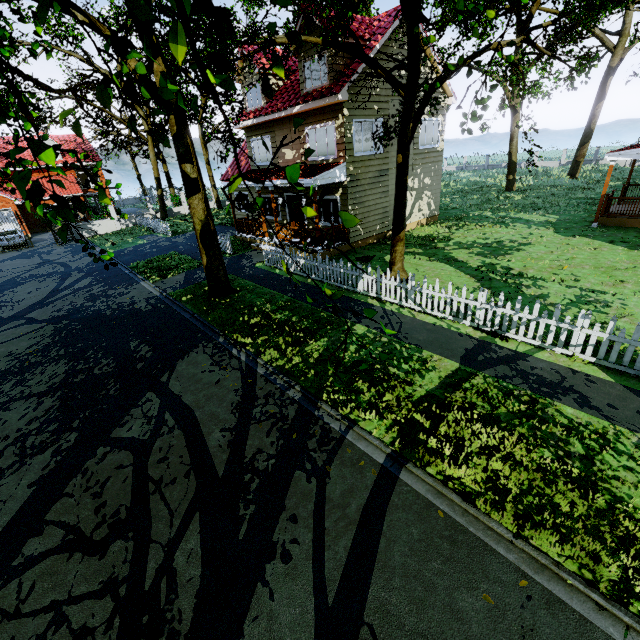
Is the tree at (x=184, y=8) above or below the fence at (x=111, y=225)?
above

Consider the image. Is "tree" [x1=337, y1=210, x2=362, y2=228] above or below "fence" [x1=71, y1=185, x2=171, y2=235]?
above

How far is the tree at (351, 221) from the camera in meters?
1.7 m

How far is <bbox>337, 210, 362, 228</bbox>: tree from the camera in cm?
169

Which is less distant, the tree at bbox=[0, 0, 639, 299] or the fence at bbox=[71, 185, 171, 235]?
the tree at bbox=[0, 0, 639, 299]

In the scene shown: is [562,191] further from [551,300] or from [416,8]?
[416,8]
